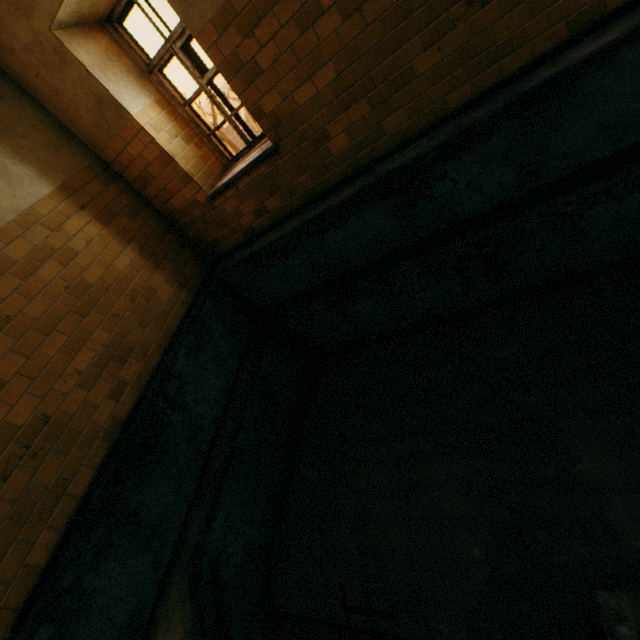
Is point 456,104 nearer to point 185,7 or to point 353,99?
point 353,99
